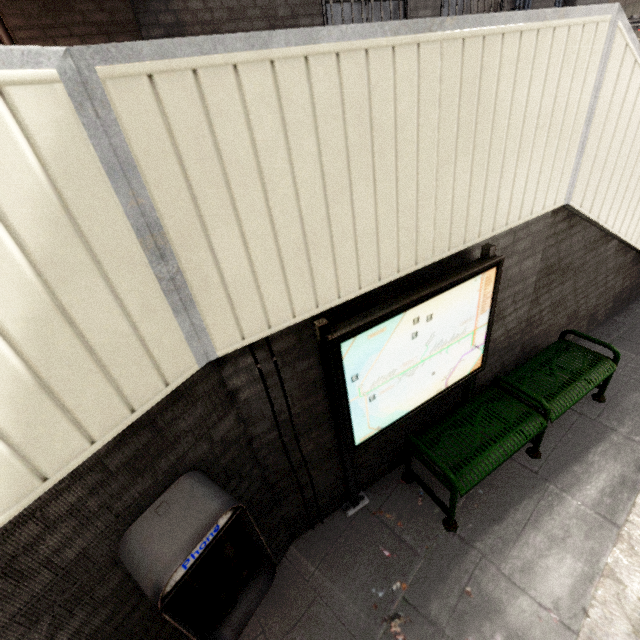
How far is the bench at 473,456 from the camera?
2.6 meters

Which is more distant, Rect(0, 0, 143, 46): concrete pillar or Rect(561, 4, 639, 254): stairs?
Rect(0, 0, 143, 46): concrete pillar

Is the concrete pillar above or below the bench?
above

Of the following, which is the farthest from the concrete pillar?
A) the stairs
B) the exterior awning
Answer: the stairs

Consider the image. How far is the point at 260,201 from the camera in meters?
1.4

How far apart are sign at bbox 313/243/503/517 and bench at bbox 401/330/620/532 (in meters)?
0.10

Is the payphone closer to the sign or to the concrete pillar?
the sign

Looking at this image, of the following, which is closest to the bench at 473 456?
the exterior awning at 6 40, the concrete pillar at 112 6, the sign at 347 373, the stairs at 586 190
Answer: the sign at 347 373
